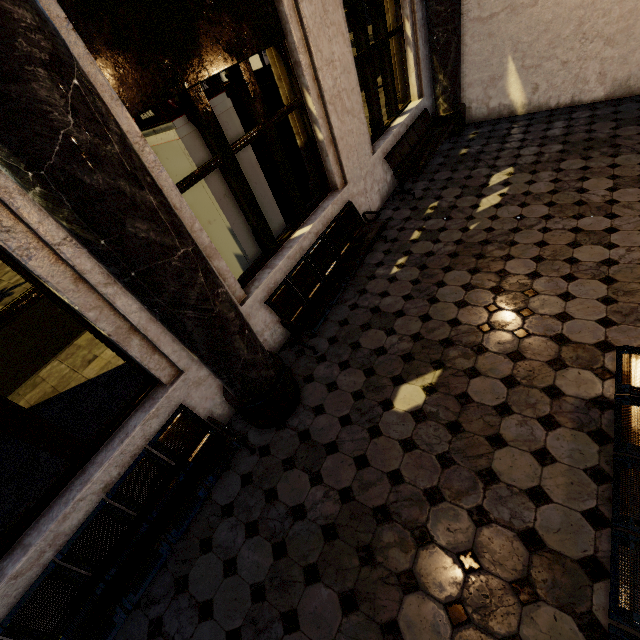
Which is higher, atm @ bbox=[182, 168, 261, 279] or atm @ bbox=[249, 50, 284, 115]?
atm @ bbox=[249, 50, 284, 115]

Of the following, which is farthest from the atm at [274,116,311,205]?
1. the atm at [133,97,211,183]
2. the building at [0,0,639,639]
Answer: Result: the atm at [133,97,211,183]

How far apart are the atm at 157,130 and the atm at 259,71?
0.79m

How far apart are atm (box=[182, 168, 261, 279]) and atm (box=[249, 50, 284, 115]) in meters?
0.8

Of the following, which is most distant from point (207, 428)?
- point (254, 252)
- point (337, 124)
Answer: point (337, 124)

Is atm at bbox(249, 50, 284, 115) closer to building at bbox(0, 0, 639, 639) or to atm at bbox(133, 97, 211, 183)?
building at bbox(0, 0, 639, 639)

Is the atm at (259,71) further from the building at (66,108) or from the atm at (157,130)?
the atm at (157,130)
